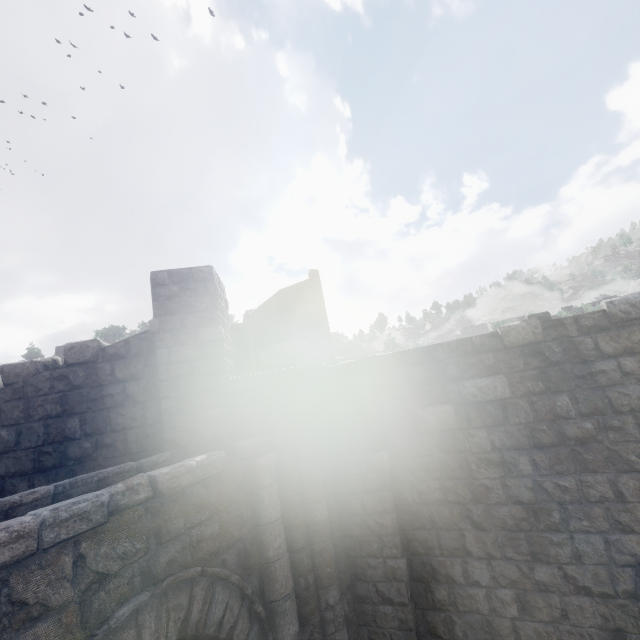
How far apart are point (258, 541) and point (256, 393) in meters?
2.3 m

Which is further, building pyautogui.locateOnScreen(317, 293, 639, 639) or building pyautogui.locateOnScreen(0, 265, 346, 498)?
building pyautogui.locateOnScreen(0, 265, 346, 498)

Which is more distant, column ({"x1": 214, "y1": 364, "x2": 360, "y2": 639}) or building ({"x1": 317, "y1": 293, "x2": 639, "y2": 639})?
column ({"x1": 214, "y1": 364, "x2": 360, "y2": 639})

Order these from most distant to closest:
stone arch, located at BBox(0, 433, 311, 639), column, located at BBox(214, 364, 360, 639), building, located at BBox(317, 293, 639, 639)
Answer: column, located at BBox(214, 364, 360, 639) < building, located at BBox(317, 293, 639, 639) < stone arch, located at BBox(0, 433, 311, 639)

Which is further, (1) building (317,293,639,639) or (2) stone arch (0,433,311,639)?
(1) building (317,293,639,639)

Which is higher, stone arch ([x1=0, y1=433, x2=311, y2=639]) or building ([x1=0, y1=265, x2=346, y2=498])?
building ([x1=0, y1=265, x2=346, y2=498])

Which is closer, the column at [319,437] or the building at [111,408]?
the column at [319,437]

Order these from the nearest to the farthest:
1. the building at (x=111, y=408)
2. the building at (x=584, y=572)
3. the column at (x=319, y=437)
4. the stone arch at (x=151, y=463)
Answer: the stone arch at (x=151, y=463)
the building at (x=584, y=572)
the column at (x=319, y=437)
the building at (x=111, y=408)
